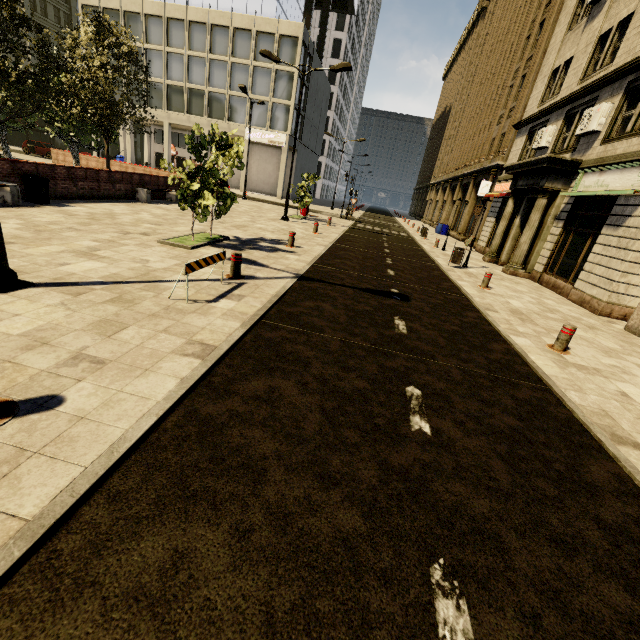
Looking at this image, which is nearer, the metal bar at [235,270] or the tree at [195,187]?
the metal bar at [235,270]

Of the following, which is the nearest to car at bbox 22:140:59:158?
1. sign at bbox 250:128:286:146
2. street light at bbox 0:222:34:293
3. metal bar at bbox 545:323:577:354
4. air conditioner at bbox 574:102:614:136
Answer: sign at bbox 250:128:286:146

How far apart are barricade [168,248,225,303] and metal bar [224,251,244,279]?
0.4 meters

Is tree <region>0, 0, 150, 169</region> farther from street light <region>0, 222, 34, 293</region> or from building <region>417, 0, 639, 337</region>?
building <region>417, 0, 639, 337</region>

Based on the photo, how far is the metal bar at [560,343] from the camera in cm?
631

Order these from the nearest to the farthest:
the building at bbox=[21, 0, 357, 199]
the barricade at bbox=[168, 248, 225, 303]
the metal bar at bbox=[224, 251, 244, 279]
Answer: the barricade at bbox=[168, 248, 225, 303] → the metal bar at bbox=[224, 251, 244, 279] → the building at bbox=[21, 0, 357, 199]

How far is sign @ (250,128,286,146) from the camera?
36.2m

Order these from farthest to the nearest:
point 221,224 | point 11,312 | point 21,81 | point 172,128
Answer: point 172,128
point 221,224
point 21,81
point 11,312
